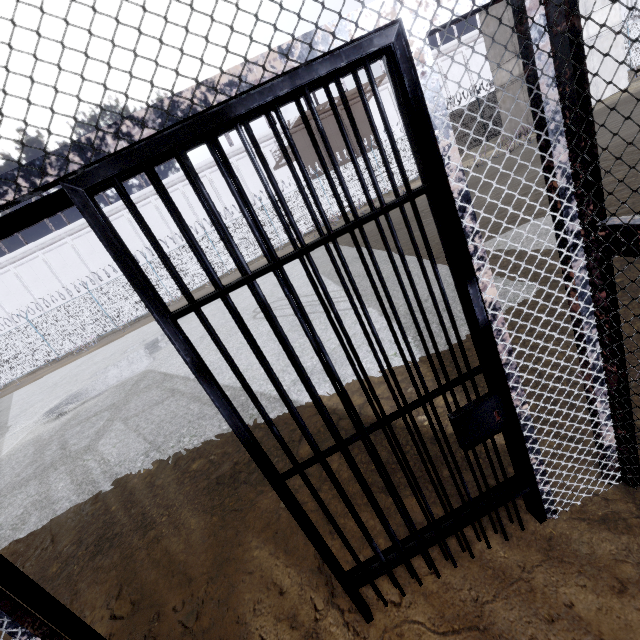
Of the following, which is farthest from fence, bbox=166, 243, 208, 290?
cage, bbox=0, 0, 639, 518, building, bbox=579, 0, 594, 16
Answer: cage, bbox=0, 0, 639, 518

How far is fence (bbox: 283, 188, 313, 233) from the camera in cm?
A: 2067

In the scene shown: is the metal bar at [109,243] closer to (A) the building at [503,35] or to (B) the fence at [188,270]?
(B) the fence at [188,270]

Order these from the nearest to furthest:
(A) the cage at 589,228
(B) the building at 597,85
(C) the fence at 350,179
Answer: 1. (A) the cage at 589,228
2. (B) the building at 597,85
3. (C) the fence at 350,179

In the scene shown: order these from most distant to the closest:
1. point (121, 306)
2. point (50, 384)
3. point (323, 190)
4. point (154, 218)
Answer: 1. point (154, 218)
2. point (323, 190)
3. point (121, 306)
4. point (50, 384)

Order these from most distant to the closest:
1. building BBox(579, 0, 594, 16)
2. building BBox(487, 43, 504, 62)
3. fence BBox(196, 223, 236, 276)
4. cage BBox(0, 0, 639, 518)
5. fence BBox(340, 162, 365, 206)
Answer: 1. fence BBox(340, 162, 365, 206)
2. fence BBox(196, 223, 236, 276)
3. building BBox(487, 43, 504, 62)
4. building BBox(579, 0, 594, 16)
5. cage BBox(0, 0, 639, 518)

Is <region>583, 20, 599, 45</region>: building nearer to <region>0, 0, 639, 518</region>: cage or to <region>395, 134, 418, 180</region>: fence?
<region>395, 134, 418, 180</region>: fence
